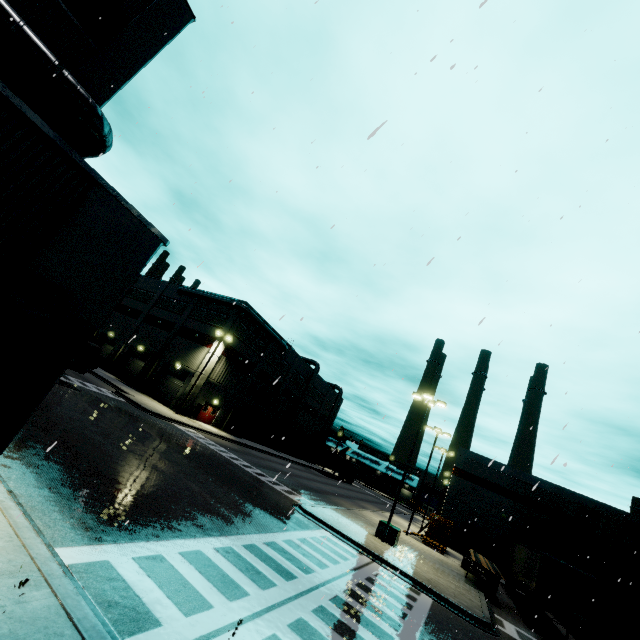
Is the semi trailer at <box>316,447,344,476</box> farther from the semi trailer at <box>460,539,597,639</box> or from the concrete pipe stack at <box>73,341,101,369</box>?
the concrete pipe stack at <box>73,341,101,369</box>

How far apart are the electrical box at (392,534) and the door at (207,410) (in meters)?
24.24

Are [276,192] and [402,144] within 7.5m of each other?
yes

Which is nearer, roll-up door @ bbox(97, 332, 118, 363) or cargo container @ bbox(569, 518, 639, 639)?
cargo container @ bbox(569, 518, 639, 639)

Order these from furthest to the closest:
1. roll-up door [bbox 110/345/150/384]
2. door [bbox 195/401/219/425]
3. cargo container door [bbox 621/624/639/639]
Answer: roll-up door [bbox 110/345/150/384] → door [bbox 195/401/219/425] → cargo container door [bbox 621/624/639/639]

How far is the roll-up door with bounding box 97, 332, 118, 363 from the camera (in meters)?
45.56

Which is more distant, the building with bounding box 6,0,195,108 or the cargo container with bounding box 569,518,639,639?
the cargo container with bounding box 569,518,639,639

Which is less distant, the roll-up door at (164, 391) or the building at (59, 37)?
the building at (59, 37)
